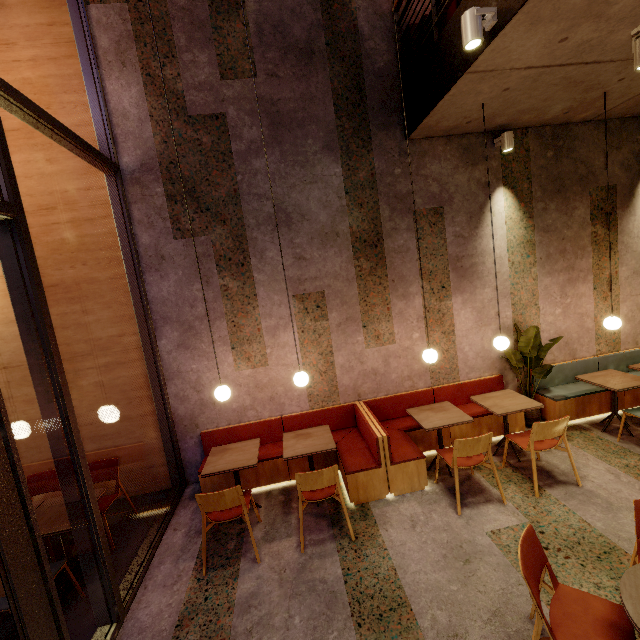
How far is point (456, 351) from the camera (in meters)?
5.18

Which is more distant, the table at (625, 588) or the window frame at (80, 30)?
the window frame at (80, 30)

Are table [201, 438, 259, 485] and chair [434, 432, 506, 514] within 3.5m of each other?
yes

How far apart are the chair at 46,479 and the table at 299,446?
2.81m

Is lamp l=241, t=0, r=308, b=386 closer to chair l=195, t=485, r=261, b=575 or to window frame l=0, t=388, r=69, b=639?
chair l=195, t=485, r=261, b=575

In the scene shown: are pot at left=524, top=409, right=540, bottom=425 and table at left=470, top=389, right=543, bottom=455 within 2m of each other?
yes

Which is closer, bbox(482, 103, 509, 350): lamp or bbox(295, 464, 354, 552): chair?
bbox(295, 464, 354, 552): chair

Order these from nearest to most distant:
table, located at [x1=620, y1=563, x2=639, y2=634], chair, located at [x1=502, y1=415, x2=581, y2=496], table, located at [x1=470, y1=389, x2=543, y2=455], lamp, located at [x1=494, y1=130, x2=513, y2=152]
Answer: table, located at [x1=620, y1=563, x2=639, y2=634]
chair, located at [x1=502, y1=415, x2=581, y2=496]
table, located at [x1=470, y1=389, x2=543, y2=455]
lamp, located at [x1=494, y1=130, x2=513, y2=152]
